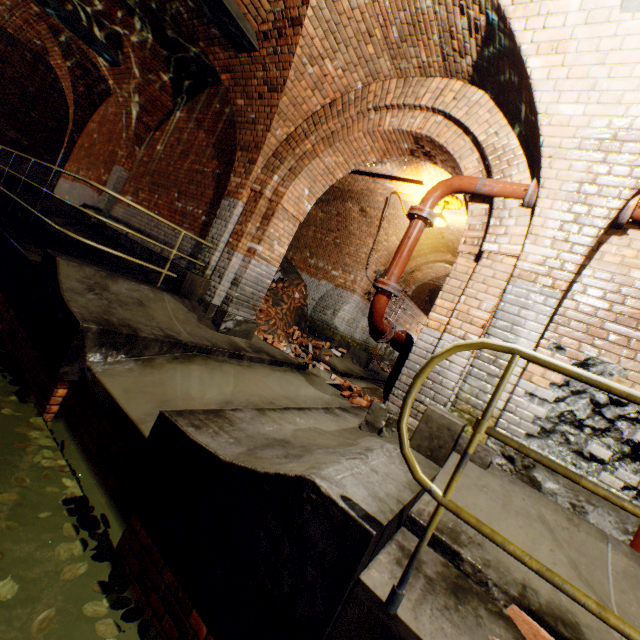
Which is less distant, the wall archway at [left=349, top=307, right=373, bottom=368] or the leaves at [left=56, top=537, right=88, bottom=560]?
the leaves at [left=56, top=537, right=88, bottom=560]

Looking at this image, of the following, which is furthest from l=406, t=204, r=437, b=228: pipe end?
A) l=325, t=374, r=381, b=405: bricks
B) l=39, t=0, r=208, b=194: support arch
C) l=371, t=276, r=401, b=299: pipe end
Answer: l=39, t=0, r=208, b=194: support arch

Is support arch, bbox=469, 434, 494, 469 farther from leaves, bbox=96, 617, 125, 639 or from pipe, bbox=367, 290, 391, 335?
leaves, bbox=96, 617, 125, 639

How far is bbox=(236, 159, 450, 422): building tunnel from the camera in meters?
6.0

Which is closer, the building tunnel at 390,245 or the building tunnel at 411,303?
the building tunnel at 390,245

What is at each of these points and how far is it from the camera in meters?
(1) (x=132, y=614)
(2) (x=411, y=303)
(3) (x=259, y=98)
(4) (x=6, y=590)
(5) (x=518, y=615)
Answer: (1) leaves, 2.1 m
(2) building tunnel, 14.2 m
(3) support arch, 5.4 m
(4) leaves, 1.9 m
(5) bricks, 1.8 m

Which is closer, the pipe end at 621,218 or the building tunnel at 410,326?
the pipe end at 621,218

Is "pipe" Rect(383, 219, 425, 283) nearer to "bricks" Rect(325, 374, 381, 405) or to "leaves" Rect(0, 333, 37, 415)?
"bricks" Rect(325, 374, 381, 405)
